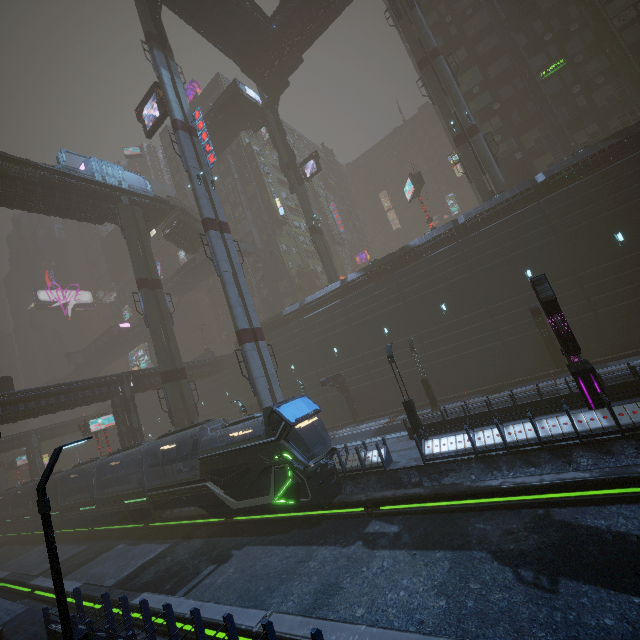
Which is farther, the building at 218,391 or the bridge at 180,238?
the building at 218,391

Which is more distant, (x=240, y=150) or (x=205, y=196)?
(x=240, y=150)

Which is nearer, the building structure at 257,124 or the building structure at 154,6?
the building structure at 154,6

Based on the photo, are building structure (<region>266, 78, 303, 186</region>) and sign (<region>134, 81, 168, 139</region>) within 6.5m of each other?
no

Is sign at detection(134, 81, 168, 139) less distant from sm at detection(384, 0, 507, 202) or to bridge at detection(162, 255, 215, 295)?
sm at detection(384, 0, 507, 202)

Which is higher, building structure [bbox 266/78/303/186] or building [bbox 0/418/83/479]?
building structure [bbox 266/78/303/186]

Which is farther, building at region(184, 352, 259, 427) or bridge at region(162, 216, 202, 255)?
building at region(184, 352, 259, 427)

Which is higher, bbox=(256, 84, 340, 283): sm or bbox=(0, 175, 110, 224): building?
bbox=(0, 175, 110, 224): building
